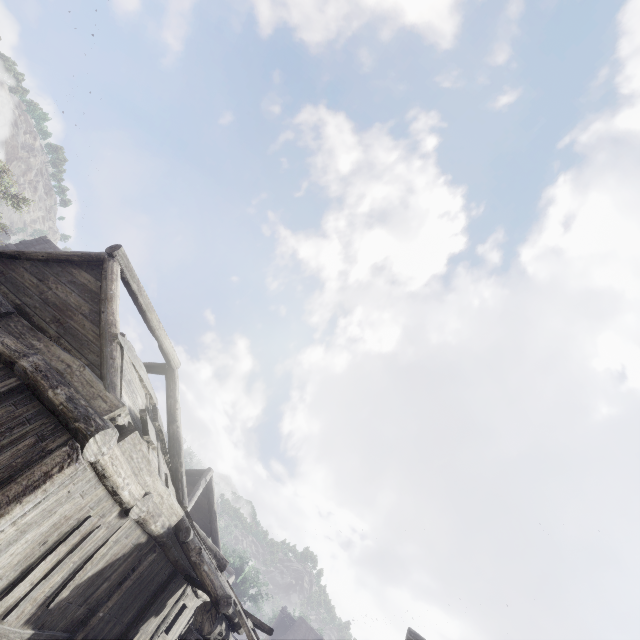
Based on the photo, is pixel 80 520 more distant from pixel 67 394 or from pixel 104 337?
pixel 104 337
